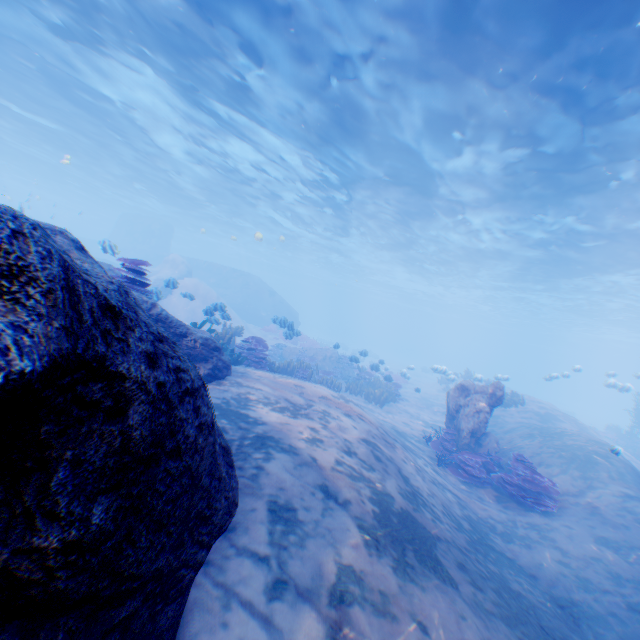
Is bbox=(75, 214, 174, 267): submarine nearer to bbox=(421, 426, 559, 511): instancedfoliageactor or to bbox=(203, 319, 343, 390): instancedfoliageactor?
bbox=(203, 319, 343, 390): instancedfoliageactor

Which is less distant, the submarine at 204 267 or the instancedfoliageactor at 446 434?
the instancedfoliageactor at 446 434

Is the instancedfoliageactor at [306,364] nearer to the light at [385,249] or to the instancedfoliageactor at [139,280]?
the instancedfoliageactor at [139,280]

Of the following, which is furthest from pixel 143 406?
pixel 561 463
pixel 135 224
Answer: pixel 135 224

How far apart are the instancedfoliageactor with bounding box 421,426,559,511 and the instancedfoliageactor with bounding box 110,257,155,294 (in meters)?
8.89

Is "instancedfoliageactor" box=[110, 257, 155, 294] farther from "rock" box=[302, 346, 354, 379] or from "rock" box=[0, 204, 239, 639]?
"rock" box=[302, 346, 354, 379]

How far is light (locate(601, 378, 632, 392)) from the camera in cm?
1759

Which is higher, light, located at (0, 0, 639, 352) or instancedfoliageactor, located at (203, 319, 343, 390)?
light, located at (0, 0, 639, 352)
